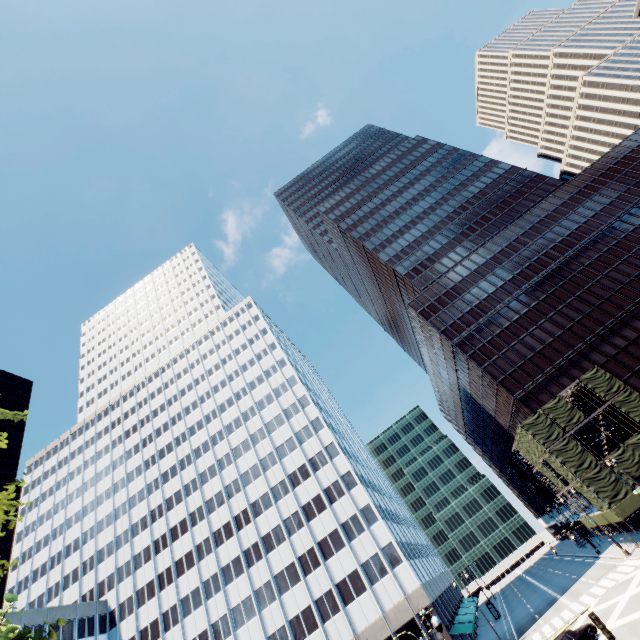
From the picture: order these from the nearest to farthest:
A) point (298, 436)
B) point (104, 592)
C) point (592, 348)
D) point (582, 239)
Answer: point (592, 348) < point (104, 592) < point (298, 436) < point (582, 239)

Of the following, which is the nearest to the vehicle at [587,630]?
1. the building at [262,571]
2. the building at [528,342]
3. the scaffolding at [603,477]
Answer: the scaffolding at [603,477]

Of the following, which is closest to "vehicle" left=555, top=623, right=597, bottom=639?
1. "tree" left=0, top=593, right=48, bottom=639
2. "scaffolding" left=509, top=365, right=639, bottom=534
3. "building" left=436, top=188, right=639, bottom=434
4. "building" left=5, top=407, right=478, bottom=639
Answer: "scaffolding" left=509, top=365, right=639, bottom=534

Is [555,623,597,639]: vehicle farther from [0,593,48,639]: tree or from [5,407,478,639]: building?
[0,593,48,639]: tree

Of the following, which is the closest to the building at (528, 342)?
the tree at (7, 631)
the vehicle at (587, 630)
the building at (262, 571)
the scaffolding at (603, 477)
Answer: the scaffolding at (603, 477)

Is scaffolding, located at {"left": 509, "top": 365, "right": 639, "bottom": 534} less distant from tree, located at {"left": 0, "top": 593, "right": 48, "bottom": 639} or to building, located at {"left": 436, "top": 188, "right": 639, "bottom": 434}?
building, located at {"left": 436, "top": 188, "right": 639, "bottom": 434}

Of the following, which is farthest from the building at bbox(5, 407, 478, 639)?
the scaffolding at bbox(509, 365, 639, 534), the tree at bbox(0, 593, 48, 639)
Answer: the scaffolding at bbox(509, 365, 639, 534)
